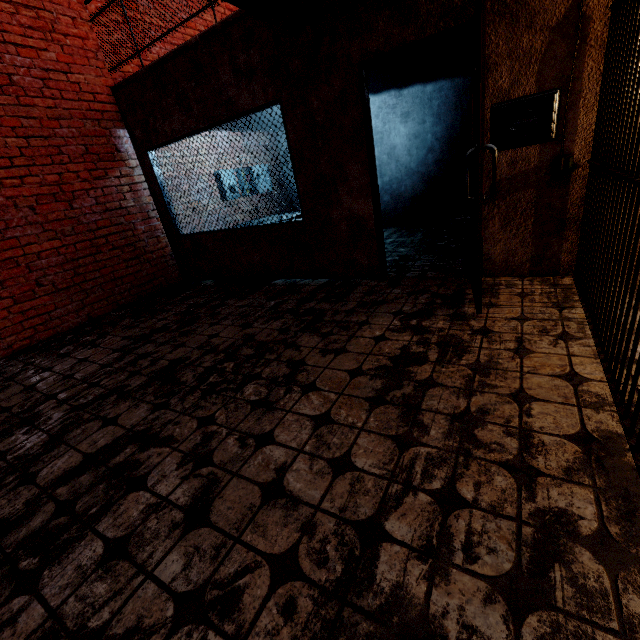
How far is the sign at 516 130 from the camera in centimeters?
263cm

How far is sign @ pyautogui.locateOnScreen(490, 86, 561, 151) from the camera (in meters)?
2.63

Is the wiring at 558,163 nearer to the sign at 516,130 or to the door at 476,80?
the sign at 516,130

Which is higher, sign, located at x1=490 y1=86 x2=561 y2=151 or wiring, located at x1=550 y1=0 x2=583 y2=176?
sign, located at x1=490 y1=86 x2=561 y2=151

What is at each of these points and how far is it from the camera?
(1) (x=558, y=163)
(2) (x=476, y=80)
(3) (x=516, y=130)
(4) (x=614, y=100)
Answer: (1) wiring, 2.7 meters
(2) door, 2.3 meters
(3) sign, 2.8 meters
(4) metal bar, 2.0 meters

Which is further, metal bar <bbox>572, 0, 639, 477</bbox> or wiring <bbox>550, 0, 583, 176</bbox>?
wiring <bbox>550, 0, 583, 176</bbox>

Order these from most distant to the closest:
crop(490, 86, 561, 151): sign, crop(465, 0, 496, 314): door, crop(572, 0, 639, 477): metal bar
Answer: crop(490, 86, 561, 151): sign
crop(465, 0, 496, 314): door
crop(572, 0, 639, 477): metal bar

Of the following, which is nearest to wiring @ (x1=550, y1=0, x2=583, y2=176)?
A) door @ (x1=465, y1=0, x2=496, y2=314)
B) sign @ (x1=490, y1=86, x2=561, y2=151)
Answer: sign @ (x1=490, y1=86, x2=561, y2=151)
